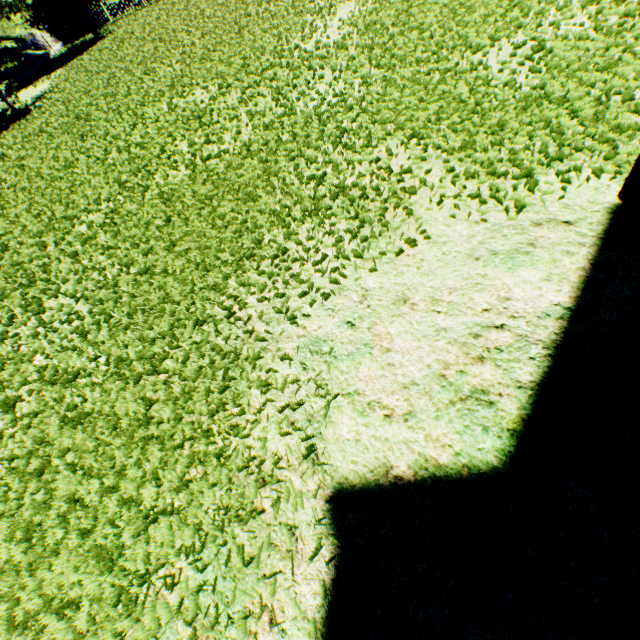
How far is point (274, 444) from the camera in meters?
2.4
